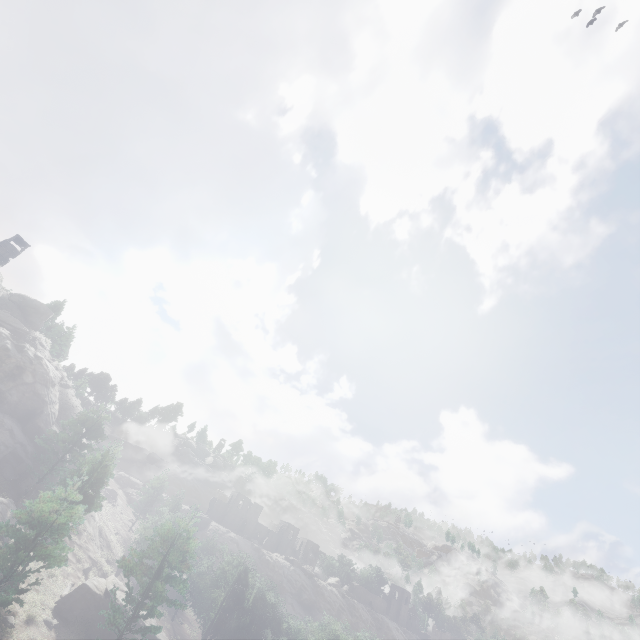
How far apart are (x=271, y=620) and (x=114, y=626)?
20.9 meters
